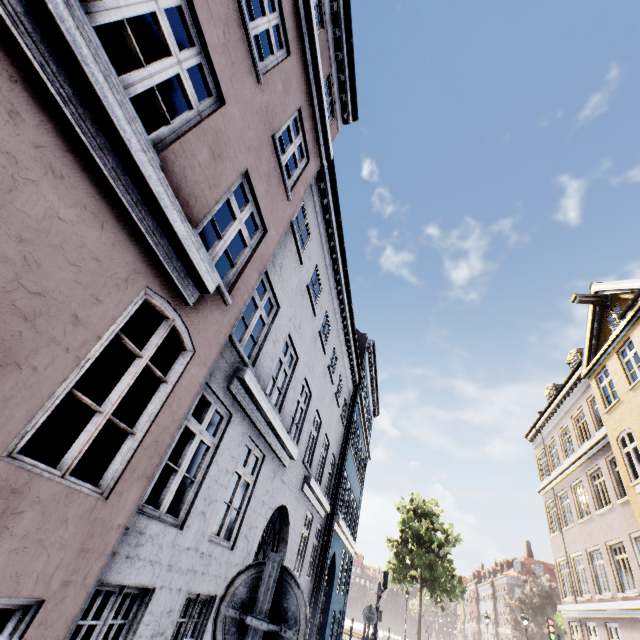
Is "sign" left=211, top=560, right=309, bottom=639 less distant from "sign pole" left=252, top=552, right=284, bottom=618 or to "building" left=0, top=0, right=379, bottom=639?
"sign pole" left=252, top=552, right=284, bottom=618

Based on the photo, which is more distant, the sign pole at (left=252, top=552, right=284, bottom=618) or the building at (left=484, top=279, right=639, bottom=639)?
the building at (left=484, top=279, right=639, bottom=639)

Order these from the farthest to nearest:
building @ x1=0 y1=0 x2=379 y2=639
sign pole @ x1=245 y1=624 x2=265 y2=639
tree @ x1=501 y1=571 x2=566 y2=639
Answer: tree @ x1=501 y1=571 x2=566 y2=639 < building @ x1=0 y1=0 x2=379 y2=639 < sign pole @ x1=245 y1=624 x2=265 y2=639

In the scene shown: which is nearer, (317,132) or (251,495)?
(251,495)

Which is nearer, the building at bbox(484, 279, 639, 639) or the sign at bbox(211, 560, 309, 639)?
the sign at bbox(211, 560, 309, 639)

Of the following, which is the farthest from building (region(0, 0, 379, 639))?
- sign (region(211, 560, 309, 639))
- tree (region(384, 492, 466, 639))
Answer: tree (region(384, 492, 466, 639))

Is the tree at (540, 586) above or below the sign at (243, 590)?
above

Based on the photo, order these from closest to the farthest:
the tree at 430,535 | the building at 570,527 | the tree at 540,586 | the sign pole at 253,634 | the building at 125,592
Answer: the sign pole at 253,634, the building at 125,592, the building at 570,527, the tree at 430,535, the tree at 540,586
